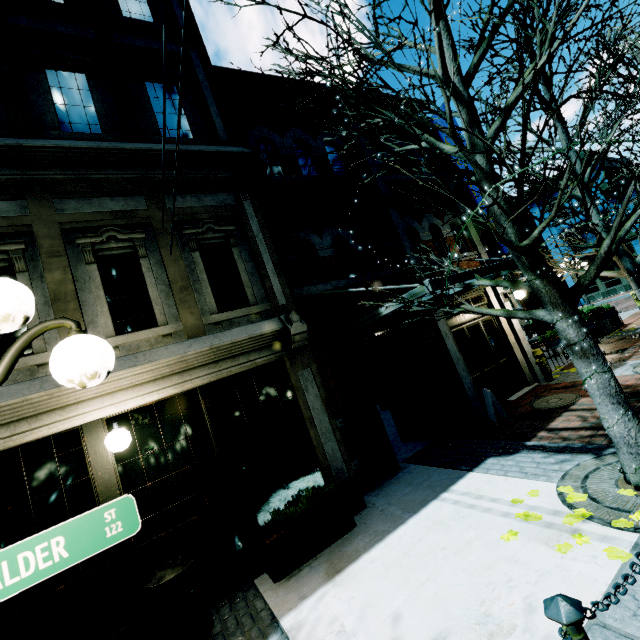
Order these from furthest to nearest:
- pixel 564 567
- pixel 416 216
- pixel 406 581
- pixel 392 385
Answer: pixel 416 216 → pixel 392 385 → pixel 406 581 → pixel 564 567

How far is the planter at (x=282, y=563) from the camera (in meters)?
4.49

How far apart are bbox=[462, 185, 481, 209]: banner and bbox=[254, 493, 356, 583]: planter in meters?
8.0

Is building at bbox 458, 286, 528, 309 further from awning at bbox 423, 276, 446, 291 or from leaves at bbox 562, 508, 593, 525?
leaves at bbox 562, 508, 593, 525

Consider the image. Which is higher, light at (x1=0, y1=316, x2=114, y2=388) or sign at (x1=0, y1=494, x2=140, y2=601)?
light at (x1=0, y1=316, x2=114, y2=388)

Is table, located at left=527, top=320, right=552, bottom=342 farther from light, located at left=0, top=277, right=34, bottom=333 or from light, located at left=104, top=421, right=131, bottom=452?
light, located at left=0, top=277, right=34, bottom=333

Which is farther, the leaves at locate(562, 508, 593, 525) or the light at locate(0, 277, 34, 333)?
the leaves at locate(562, 508, 593, 525)

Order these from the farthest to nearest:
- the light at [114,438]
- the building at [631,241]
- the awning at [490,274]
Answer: the building at [631,241] → the awning at [490,274] → the light at [114,438]
